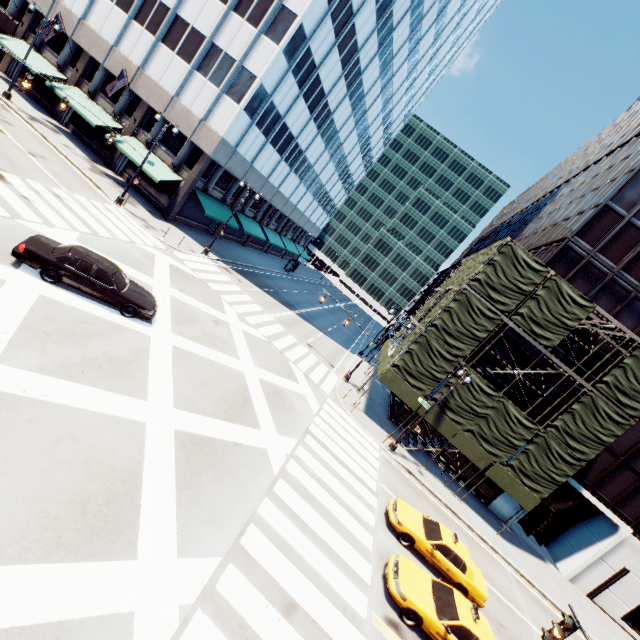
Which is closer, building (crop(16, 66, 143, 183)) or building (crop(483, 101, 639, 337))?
building (crop(483, 101, 639, 337))

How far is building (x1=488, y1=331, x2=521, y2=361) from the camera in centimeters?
2483cm

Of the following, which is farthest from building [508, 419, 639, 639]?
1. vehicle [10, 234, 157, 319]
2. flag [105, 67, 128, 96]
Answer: flag [105, 67, 128, 96]

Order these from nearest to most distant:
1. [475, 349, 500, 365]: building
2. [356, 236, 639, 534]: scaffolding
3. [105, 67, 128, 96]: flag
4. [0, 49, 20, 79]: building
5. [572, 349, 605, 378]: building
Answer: [356, 236, 639, 534]: scaffolding, [572, 349, 605, 378]: building, [475, 349, 500, 365]: building, [105, 67, 128, 96]: flag, [0, 49, 20, 79]: building

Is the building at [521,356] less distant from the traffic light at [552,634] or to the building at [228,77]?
the traffic light at [552,634]

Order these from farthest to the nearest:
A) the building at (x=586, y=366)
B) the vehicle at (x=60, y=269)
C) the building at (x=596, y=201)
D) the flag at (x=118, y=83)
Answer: the flag at (x=118, y=83) → the building at (x=586, y=366) → the building at (x=596, y=201) → the vehicle at (x=60, y=269)

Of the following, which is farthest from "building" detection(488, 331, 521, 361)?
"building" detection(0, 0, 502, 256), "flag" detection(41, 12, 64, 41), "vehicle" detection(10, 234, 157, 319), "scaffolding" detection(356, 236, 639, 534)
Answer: "flag" detection(41, 12, 64, 41)

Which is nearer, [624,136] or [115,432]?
[115,432]
